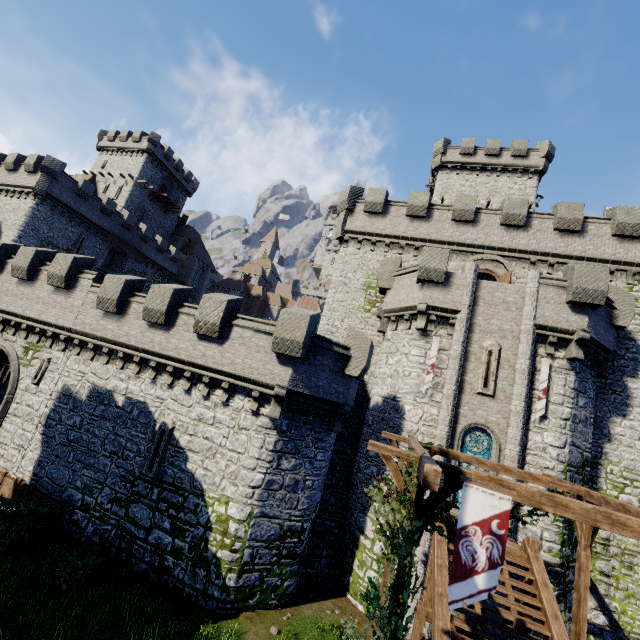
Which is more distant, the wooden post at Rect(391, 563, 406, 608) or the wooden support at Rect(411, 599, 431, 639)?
the wooden support at Rect(411, 599, 431, 639)

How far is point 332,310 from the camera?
22.1m

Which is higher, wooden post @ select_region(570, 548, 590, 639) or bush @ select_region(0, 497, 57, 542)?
wooden post @ select_region(570, 548, 590, 639)

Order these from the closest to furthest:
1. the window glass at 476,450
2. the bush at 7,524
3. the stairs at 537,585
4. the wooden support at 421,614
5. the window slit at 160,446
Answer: the stairs at 537,585 → the wooden support at 421,614 → the bush at 7,524 → the window slit at 160,446 → the window glass at 476,450

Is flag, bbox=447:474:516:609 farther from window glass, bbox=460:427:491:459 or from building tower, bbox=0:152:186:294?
building tower, bbox=0:152:186:294

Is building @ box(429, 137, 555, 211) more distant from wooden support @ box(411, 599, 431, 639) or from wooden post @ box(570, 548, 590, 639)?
wooden support @ box(411, 599, 431, 639)

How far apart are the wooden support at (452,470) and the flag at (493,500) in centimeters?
8cm

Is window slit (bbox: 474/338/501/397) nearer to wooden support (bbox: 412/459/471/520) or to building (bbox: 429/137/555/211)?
wooden support (bbox: 412/459/471/520)
